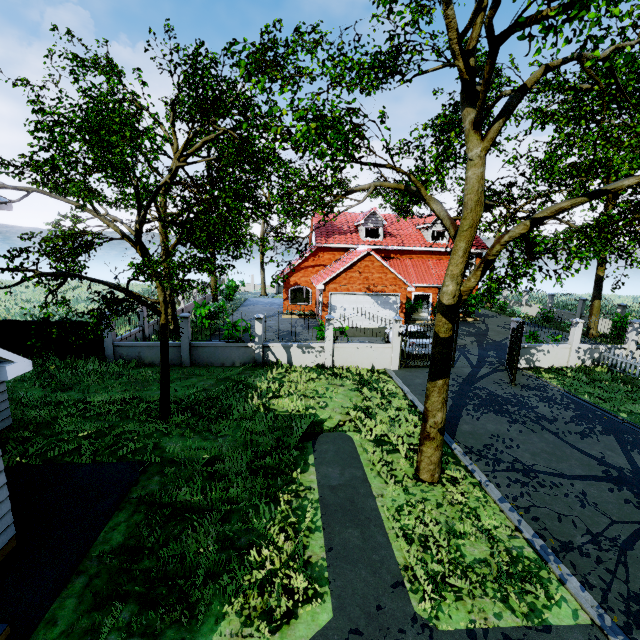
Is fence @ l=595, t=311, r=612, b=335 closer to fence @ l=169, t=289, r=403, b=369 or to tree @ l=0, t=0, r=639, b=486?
tree @ l=0, t=0, r=639, b=486

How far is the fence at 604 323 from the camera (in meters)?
16.55

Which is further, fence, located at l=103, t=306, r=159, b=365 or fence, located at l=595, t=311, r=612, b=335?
fence, located at l=595, t=311, r=612, b=335

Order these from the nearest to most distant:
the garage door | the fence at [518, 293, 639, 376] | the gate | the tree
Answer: the tree
the gate
the fence at [518, 293, 639, 376]
the garage door

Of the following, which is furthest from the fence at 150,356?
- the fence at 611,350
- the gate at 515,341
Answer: the fence at 611,350

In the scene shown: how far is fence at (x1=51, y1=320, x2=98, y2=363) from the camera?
14.1m

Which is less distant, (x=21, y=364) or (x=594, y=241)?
(x=21, y=364)
